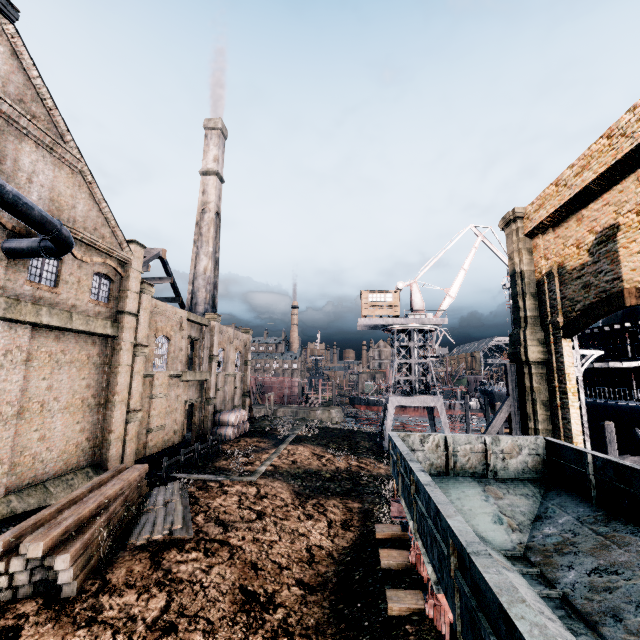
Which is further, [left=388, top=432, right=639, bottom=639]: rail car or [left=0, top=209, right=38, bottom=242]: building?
[left=0, top=209, right=38, bottom=242]: building

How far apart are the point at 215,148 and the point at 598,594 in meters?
54.4 m

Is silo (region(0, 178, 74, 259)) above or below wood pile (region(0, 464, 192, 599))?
above

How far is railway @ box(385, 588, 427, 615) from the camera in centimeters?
825cm

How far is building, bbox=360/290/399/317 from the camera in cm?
3888

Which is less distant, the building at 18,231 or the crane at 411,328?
the building at 18,231

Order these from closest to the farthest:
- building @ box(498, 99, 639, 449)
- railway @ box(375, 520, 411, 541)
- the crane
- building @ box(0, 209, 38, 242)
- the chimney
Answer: railway @ box(375, 520, 411, 541), building @ box(498, 99, 639, 449), building @ box(0, 209, 38, 242), the crane, the chimney

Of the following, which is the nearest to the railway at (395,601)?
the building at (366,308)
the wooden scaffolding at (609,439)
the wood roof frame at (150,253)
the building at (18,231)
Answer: the building at (18,231)
